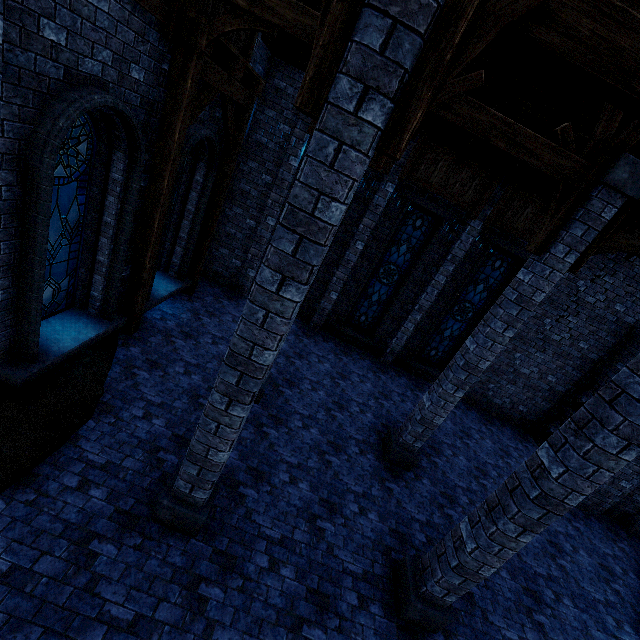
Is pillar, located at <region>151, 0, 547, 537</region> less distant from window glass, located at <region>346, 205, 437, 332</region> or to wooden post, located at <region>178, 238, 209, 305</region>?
wooden post, located at <region>178, 238, 209, 305</region>

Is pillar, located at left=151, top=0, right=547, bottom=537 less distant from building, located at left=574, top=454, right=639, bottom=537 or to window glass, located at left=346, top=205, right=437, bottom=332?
building, located at left=574, top=454, right=639, bottom=537

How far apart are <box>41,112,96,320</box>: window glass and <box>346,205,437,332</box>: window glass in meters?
8.1 m

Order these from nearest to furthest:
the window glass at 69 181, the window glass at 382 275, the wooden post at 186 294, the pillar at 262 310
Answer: the pillar at 262 310 < the window glass at 69 181 < the wooden post at 186 294 < the window glass at 382 275

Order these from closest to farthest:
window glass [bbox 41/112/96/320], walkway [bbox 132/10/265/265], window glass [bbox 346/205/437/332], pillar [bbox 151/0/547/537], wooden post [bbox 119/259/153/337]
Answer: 1. pillar [bbox 151/0/547/537]
2. window glass [bbox 41/112/96/320]
3. walkway [bbox 132/10/265/265]
4. wooden post [bbox 119/259/153/337]
5. window glass [bbox 346/205/437/332]

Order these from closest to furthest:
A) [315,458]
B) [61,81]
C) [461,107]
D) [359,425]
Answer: [61,81] → [461,107] → [315,458] → [359,425]

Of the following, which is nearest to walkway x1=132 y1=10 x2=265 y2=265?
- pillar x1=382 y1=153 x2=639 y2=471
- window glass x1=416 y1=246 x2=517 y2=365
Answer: pillar x1=382 y1=153 x2=639 y2=471

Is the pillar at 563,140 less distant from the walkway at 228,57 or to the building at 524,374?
the building at 524,374
